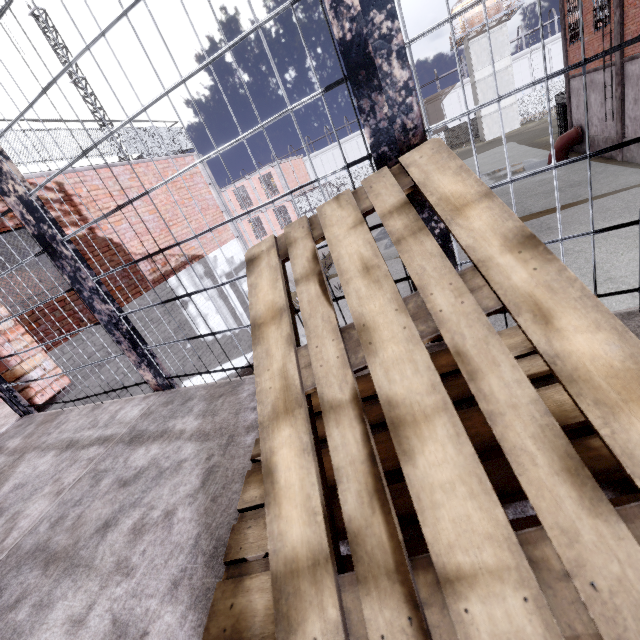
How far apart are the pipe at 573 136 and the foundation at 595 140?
0.1m

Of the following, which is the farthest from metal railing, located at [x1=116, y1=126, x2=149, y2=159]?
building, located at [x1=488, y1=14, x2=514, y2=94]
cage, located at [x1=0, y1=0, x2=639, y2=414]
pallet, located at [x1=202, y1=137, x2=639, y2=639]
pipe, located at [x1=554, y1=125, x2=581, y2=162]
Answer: building, located at [x1=488, y1=14, x2=514, y2=94]

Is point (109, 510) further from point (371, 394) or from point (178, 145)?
point (178, 145)

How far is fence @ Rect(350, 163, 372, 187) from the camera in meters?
53.0 m

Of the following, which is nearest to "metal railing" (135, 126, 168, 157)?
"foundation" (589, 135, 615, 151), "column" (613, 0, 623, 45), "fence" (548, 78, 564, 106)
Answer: "fence" (548, 78, 564, 106)

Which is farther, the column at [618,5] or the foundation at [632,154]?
the foundation at [632,154]

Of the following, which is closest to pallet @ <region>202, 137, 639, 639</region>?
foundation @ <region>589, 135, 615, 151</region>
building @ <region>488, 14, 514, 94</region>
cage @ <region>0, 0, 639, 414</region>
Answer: cage @ <region>0, 0, 639, 414</region>

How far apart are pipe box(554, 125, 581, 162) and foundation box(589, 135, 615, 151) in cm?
5
